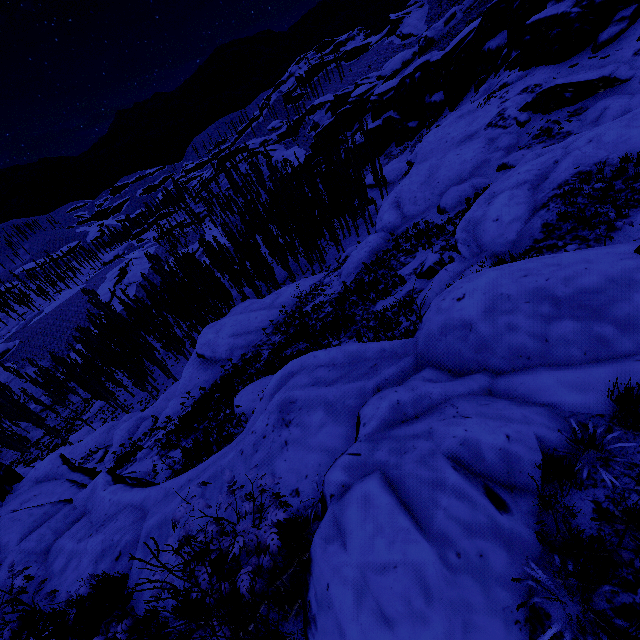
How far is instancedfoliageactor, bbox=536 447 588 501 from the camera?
2.70m

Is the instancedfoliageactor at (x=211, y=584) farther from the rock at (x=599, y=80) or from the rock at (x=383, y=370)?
the rock at (x=599, y=80)

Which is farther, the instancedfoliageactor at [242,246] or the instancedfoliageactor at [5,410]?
the instancedfoliageactor at [5,410]

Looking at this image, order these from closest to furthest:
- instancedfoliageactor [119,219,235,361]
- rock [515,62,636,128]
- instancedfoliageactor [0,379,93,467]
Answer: rock [515,62,636,128] < instancedfoliageactor [119,219,235,361] < instancedfoliageactor [0,379,93,467]

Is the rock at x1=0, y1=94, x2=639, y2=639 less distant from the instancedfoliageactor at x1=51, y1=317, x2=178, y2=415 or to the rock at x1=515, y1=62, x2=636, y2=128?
the instancedfoliageactor at x1=51, y1=317, x2=178, y2=415

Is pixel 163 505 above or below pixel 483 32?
below

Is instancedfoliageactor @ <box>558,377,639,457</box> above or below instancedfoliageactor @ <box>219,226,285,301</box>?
above
